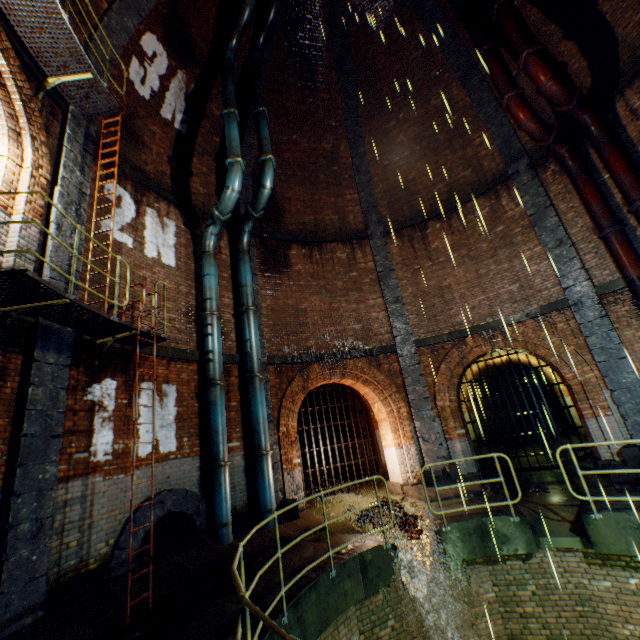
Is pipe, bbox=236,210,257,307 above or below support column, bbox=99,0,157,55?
below

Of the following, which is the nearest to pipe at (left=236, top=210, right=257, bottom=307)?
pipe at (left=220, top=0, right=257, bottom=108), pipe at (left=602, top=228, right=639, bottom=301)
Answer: pipe at (left=220, top=0, right=257, bottom=108)

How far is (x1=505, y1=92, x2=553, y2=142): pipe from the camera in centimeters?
881cm

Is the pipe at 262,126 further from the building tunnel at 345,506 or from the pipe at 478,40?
the building tunnel at 345,506

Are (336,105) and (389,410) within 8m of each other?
no

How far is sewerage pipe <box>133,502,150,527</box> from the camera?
6.23m

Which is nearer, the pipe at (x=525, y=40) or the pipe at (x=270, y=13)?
the pipe at (x=525, y=40)

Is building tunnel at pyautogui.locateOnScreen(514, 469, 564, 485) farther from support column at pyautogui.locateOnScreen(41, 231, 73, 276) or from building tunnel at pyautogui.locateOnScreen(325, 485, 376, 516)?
support column at pyautogui.locateOnScreen(41, 231, 73, 276)
